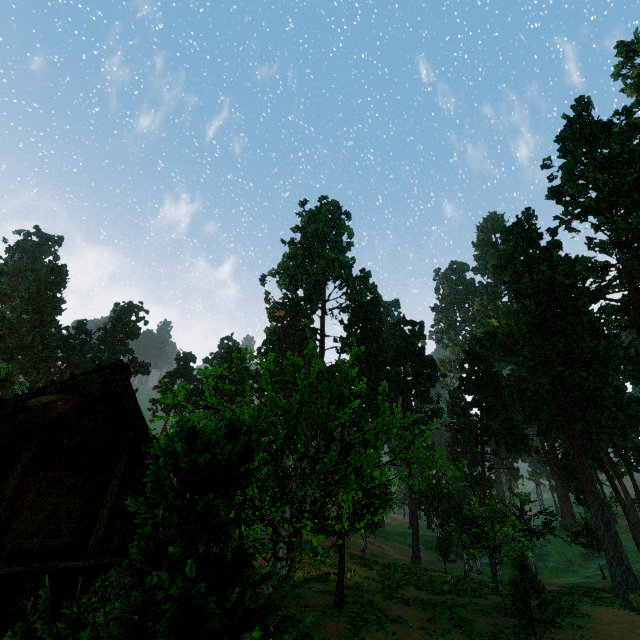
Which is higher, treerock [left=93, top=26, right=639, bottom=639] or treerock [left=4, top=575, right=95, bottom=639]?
treerock [left=93, top=26, right=639, bottom=639]

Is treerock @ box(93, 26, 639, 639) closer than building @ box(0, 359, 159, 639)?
Yes

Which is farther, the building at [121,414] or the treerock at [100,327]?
the treerock at [100,327]

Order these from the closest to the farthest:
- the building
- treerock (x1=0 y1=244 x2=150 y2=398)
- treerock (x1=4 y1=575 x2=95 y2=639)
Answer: treerock (x1=4 y1=575 x2=95 y2=639) < the building < treerock (x1=0 y1=244 x2=150 y2=398)

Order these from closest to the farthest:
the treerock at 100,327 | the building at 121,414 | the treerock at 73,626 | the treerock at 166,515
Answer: the treerock at 73,626
the treerock at 166,515
the building at 121,414
the treerock at 100,327

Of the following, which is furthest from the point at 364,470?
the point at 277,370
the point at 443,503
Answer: the point at 277,370

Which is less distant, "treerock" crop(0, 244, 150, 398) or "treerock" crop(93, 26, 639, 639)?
"treerock" crop(93, 26, 639, 639)
